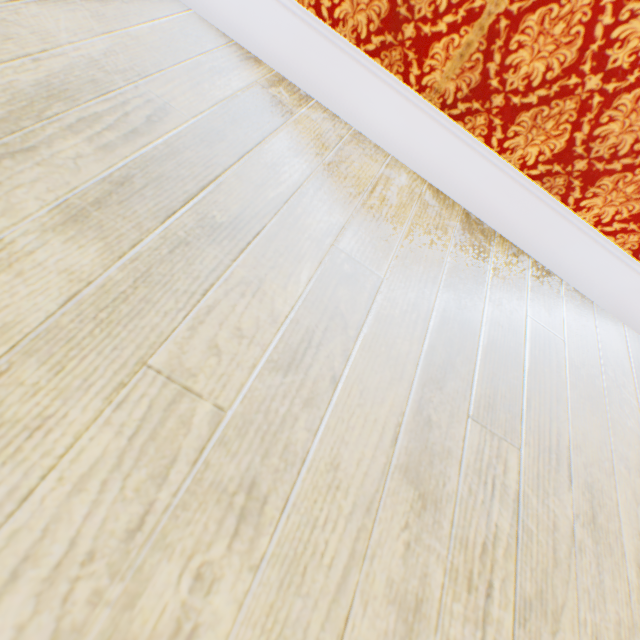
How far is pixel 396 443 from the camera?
0.6 meters
